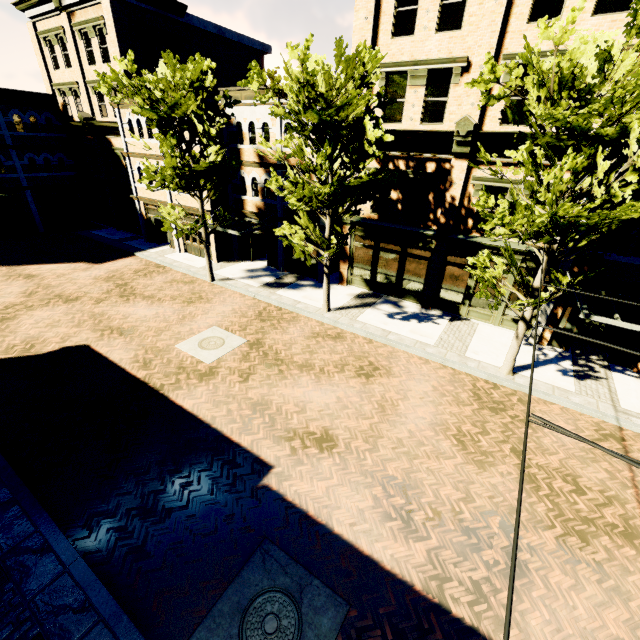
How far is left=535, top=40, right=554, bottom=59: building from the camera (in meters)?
10.85

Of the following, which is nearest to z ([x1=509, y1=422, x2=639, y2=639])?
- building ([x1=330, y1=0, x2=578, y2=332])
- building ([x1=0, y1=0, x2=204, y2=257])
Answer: building ([x1=330, y1=0, x2=578, y2=332])

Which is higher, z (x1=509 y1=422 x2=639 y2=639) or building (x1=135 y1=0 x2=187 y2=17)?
building (x1=135 y1=0 x2=187 y2=17)

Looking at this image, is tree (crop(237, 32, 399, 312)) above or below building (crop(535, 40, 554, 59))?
below

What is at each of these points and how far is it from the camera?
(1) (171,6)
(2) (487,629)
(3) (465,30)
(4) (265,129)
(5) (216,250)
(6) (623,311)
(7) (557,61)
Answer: (1) building, 20.9m
(2) z, 5.7m
(3) building, 11.9m
(4) building, 17.5m
(5) building, 21.0m
(6) building, 12.2m
(7) tree, 7.0m

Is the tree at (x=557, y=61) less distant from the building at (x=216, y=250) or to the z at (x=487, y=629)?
the z at (x=487, y=629)

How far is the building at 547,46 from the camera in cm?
1085
